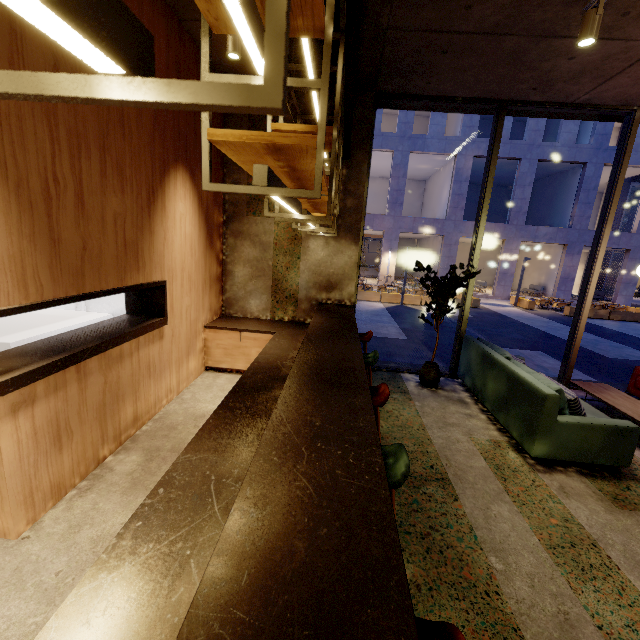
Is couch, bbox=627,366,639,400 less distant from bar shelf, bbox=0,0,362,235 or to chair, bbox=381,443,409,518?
chair, bbox=381,443,409,518

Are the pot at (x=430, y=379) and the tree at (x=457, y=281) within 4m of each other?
yes

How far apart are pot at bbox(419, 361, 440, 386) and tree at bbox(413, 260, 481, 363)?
0.01m

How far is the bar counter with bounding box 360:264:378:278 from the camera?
28.1 meters

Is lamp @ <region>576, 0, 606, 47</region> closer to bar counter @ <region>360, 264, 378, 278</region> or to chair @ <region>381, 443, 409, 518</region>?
chair @ <region>381, 443, 409, 518</region>

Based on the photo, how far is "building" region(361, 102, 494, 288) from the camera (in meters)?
20.17

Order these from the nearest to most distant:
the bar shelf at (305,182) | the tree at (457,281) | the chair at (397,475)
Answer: the bar shelf at (305,182) < the chair at (397,475) < the tree at (457,281)

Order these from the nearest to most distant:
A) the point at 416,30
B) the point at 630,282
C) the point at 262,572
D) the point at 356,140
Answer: the point at 262,572 < the point at 416,30 < the point at 356,140 < the point at 630,282
